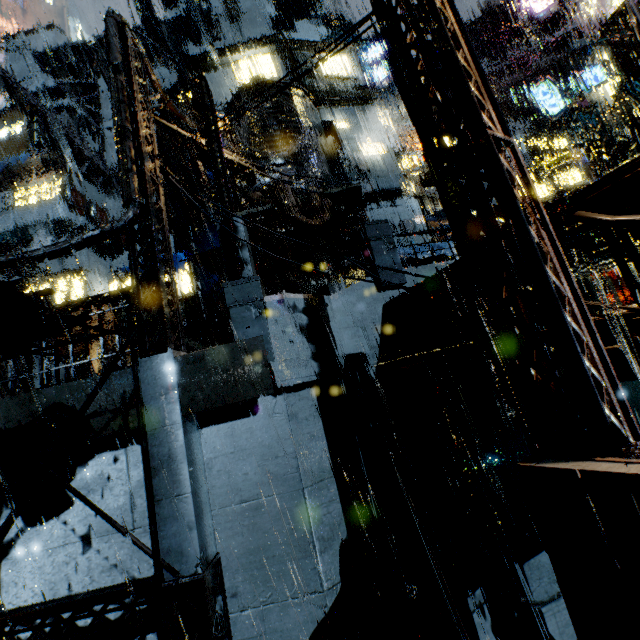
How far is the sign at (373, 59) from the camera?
24.9m

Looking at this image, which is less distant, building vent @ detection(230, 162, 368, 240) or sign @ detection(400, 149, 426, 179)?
building vent @ detection(230, 162, 368, 240)

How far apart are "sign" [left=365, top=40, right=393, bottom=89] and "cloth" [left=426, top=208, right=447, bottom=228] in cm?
1333

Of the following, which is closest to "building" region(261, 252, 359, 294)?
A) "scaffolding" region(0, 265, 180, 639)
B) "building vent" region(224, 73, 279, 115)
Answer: "building vent" region(224, 73, 279, 115)

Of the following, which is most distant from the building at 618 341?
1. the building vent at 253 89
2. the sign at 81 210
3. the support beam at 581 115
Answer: the sign at 81 210

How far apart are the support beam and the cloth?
6.7m

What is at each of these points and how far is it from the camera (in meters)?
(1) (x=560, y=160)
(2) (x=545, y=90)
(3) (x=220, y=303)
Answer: (1) sign, 26.22
(2) sign, 18.58
(3) building, 31.23

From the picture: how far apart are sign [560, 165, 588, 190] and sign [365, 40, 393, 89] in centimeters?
1519cm
